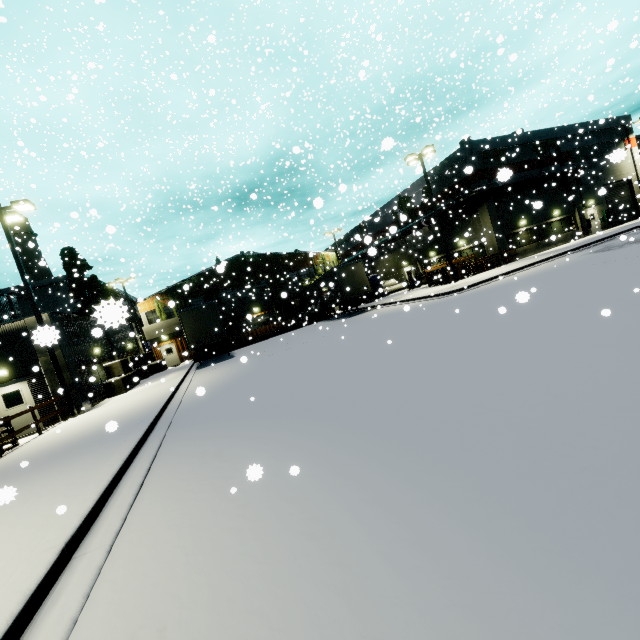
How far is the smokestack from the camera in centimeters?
2686cm

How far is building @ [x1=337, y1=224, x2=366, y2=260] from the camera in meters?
48.2 m

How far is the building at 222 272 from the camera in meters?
34.6

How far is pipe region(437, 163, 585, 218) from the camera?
26.8m

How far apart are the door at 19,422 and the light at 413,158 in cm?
2586

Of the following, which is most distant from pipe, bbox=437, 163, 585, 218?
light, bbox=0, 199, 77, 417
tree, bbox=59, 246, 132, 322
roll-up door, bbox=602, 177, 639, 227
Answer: light, bbox=0, 199, 77, 417

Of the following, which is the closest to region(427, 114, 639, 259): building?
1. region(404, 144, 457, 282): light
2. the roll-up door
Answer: the roll-up door

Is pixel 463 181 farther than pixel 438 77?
Yes
